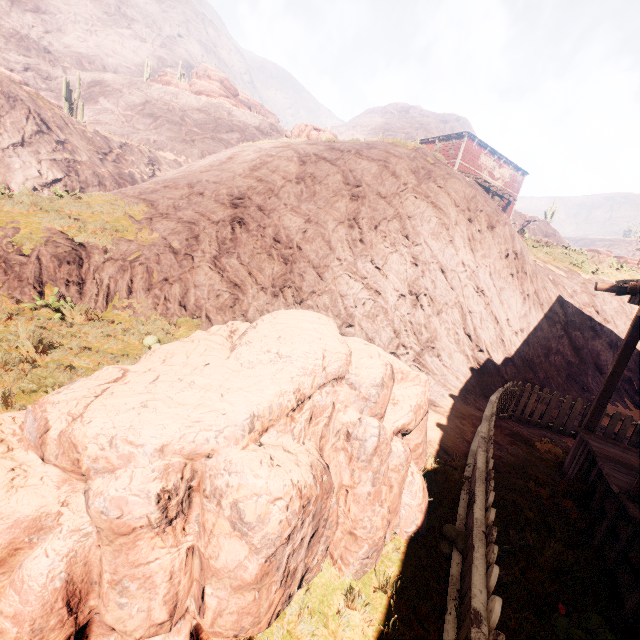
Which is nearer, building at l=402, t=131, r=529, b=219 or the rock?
building at l=402, t=131, r=529, b=219

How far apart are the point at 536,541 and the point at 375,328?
6.0 meters

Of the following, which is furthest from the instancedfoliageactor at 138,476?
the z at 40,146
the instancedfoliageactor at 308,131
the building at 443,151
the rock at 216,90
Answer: the rock at 216,90

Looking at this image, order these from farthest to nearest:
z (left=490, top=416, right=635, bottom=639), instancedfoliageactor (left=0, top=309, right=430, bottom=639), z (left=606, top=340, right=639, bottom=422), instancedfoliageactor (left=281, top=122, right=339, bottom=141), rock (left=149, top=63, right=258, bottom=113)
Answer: rock (left=149, top=63, right=258, bottom=113)
instancedfoliageactor (left=281, top=122, right=339, bottom=141)
z (left=606, top=340, right=639, bottom=422)
z (left=490, top=416, right=635, bottom=639)
instancedfoliageactor (left=0, top=309, right=430, bottom=639)

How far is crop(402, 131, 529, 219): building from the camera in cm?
2611

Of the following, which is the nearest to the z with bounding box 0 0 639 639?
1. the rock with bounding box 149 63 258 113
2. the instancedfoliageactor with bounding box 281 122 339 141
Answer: the instancedfoliageactor with bounding box 281 122 339 141

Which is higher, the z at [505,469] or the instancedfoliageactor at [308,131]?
the instancedfoliageactor at [308,131]

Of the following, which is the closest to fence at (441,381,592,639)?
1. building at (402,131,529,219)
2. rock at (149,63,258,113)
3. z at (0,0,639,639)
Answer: z at (0,0,639,639)
